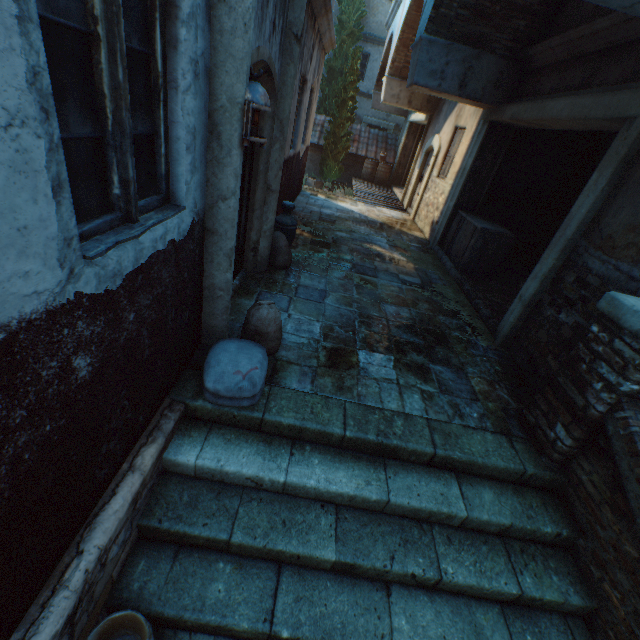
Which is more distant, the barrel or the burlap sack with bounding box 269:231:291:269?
the barrel

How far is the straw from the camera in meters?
4.9 m

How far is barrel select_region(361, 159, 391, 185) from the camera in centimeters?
1595cm

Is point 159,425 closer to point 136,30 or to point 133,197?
point 133,197

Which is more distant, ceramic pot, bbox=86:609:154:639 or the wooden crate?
the wooden crate

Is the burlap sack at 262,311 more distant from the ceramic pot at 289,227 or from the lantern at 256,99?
the lantern at 256,99

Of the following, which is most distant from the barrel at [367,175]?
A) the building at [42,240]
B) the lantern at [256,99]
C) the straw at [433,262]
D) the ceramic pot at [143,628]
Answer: the ceramic pot at [143,628]

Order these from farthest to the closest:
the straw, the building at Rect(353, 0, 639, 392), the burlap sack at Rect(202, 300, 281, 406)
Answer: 1. the straw
2. the building at Rect(353, 0, 639, 392)
3. the burlap sack at Rect(202, 300, 281, 406)
